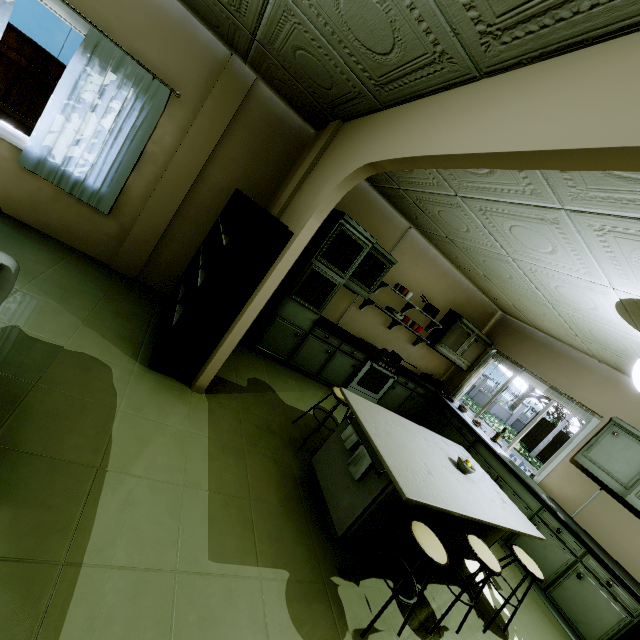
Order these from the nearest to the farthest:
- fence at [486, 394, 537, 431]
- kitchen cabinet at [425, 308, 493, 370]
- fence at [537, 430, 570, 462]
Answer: kitchen cabinet at [425, 308, 493, 370]
fence at [537, 430, 570, 462]
fence at [486, 394, 537, 431]

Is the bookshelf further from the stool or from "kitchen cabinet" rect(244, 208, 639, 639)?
the stool

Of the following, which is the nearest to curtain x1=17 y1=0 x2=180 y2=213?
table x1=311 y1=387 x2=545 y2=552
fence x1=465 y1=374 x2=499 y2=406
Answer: table x1=311 y1=387 x2=545 y2=552

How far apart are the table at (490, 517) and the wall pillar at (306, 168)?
1.6 meters

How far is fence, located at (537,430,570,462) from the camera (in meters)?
21.78

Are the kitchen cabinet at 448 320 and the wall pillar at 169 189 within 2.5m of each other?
no

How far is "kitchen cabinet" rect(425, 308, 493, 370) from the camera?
5.8 meters

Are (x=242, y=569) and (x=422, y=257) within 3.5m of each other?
no
